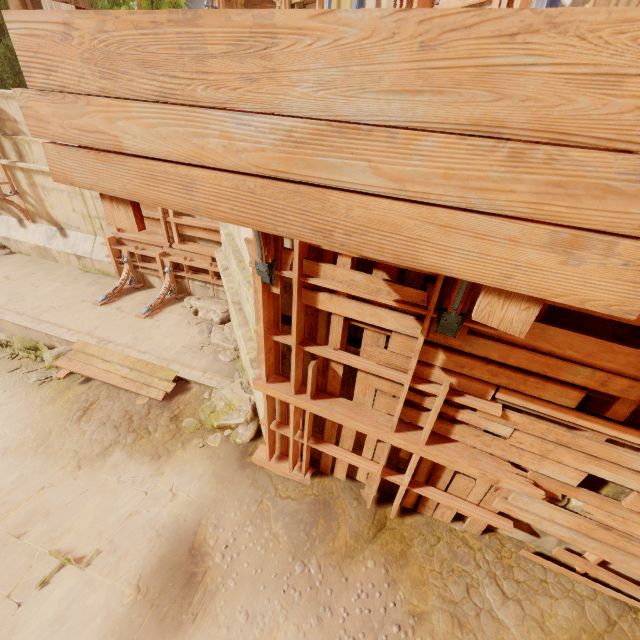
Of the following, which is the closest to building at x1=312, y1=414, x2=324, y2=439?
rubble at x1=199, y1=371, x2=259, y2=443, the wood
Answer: the wood

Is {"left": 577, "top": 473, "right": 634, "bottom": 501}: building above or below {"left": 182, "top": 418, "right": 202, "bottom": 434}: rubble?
above

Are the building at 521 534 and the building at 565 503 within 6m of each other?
yes

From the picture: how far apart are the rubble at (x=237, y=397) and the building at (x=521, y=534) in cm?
354

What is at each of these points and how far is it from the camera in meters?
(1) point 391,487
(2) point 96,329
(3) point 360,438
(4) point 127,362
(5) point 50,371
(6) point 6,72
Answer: (1) building, 4.4 m
(2) building, 7.8 m
(3) building, 4.2 m
(4) trim, 6.9 m
(5) rubble, 7.3 m
(6) plant, 12.2 m

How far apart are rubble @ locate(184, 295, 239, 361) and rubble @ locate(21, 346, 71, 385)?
2.4 meters

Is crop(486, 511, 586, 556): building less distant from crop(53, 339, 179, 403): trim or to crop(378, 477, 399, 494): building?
crop(378, 477, 399, 494): building

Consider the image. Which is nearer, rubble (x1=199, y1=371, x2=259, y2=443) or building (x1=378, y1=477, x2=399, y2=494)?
building (x1=378, y1=477, x2=399, y2=494)
